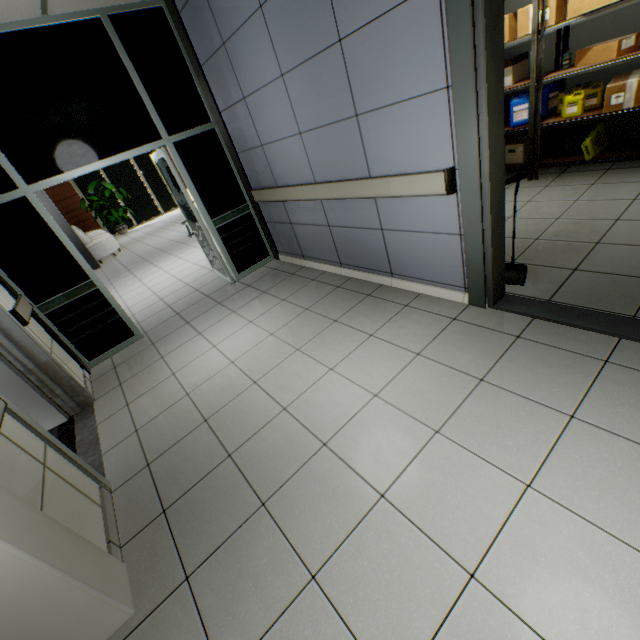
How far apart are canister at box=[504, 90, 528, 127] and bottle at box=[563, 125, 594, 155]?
0.53m

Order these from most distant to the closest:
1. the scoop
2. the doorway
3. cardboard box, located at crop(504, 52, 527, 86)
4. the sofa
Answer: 1. the sofa
2. cardboard box, located at crop(504, 52, 527, 86)
3. the doorway
4. the scoop

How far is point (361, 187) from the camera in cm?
291

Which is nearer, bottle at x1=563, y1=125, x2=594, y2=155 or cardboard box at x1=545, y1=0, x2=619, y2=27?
cardboard box at x1=545, y1=0, x2=619, y2=27

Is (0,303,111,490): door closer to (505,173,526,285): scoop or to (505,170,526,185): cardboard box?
(505,173,526,285): scoop

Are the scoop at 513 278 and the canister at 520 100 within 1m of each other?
no

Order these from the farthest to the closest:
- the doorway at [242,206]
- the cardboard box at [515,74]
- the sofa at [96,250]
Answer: the sofa at [96,250] < the cardboard box at [515,74] < the doorway at [242,206]

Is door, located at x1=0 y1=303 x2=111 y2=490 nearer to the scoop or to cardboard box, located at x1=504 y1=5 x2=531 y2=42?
the scoop
